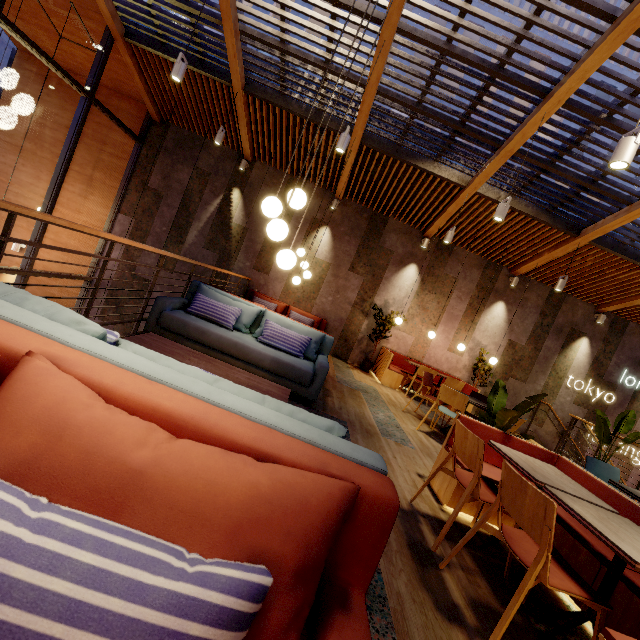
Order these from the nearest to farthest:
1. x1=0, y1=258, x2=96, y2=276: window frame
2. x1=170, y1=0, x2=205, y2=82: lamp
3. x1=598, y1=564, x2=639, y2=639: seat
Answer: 1. x1=598, y1=564, x2=639, y2=639: seat
2. x1=170, y1=0, x2=205, y2=82: lamp
3. x1=0, y1=258, x2=96, y2=276: window frame

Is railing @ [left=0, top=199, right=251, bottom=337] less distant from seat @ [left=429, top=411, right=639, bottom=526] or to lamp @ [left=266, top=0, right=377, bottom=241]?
lamp @ [left=266, top=0, right=377, bottom=241]

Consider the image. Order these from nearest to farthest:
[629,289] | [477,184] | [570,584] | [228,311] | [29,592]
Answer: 1. [29,592]
2. [570,584]
3. [228,311]
4. [477,184]
5. [629,289]

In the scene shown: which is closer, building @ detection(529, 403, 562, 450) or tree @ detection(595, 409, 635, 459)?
tree @ detection(595, 409, 635, 459)

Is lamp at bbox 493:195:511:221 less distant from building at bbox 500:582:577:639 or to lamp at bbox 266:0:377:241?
building at bbox 500:582:577:639

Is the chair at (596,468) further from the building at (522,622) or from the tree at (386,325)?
the tree at (386,325)

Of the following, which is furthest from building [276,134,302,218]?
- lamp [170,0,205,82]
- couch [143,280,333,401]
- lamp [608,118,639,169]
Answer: lamp [608,118,639,169]

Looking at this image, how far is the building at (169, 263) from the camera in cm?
897
